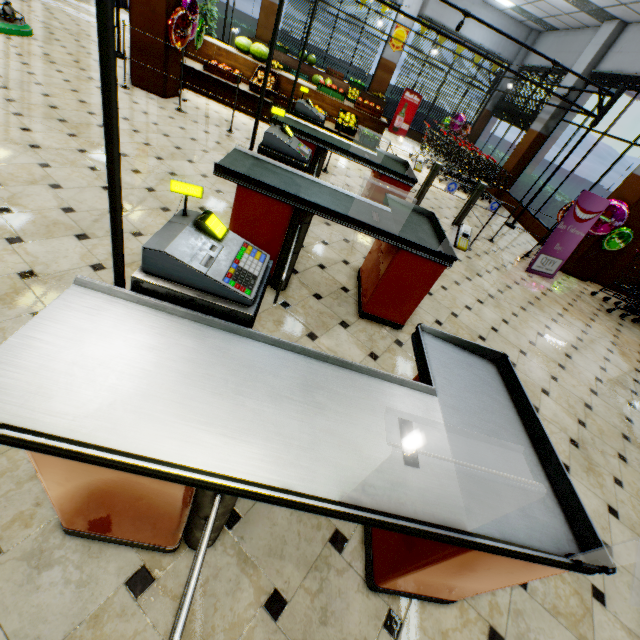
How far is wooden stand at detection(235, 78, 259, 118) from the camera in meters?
7.5

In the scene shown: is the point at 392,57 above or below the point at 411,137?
above

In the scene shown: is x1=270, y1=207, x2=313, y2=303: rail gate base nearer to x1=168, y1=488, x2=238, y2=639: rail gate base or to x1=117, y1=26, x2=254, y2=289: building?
x1=117, y1=26, x2=254, y2=289: building

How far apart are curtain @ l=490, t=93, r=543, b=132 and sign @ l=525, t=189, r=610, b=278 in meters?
6.4 m

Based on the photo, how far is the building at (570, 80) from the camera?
9.30m

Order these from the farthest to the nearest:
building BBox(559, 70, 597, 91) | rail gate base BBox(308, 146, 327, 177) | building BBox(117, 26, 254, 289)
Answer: building BBox(559, 70, 597, 91) → rail gate base BBox(308, 146, 327, 177) → building BBox(117, 26, 254, 289)

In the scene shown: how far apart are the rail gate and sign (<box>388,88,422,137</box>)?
9.4 meters

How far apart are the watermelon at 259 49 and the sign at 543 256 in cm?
763
